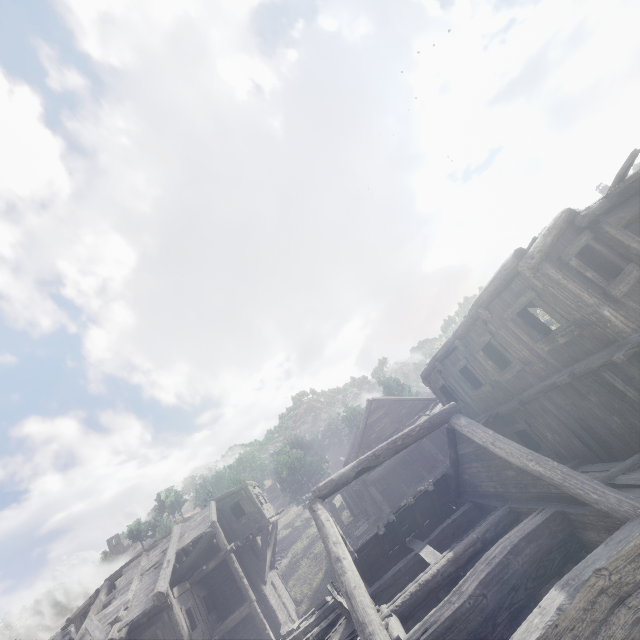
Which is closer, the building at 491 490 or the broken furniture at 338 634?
the building at 491 490

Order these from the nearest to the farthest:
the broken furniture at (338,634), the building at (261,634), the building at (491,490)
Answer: the building at (491,490) → the broken furniture at (338,634) → the building at (261,634)

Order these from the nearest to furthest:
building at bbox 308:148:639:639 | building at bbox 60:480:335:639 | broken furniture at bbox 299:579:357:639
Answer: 1. building at bbox 308:148:639:639
2. broken furniture at bbox 299:579:357:639
3. building at bbox 60:480:335:639

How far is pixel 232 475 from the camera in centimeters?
4209cm

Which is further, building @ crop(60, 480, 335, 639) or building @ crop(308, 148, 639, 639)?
building @ crop(60, 480, 335, 639)

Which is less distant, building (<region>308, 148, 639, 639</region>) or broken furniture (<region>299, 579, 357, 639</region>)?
building (<region>308, 148, 639, 639</region>)
